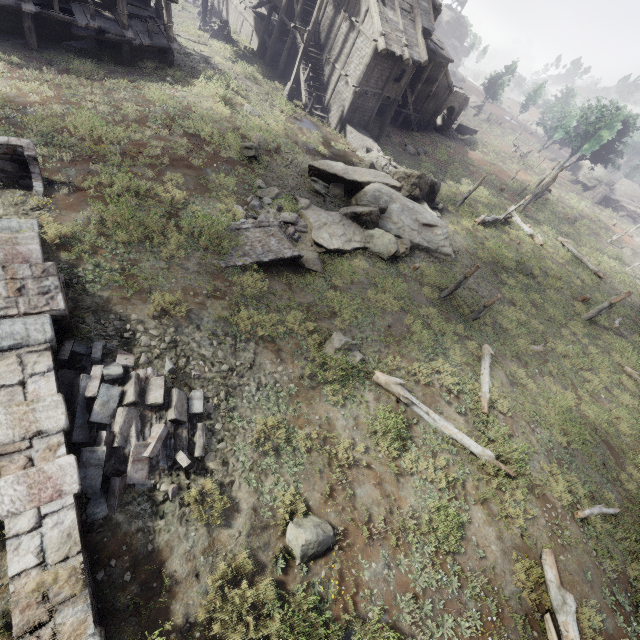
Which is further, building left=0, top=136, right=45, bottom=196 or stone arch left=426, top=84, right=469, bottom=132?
stone arch left=426, top=84, right=469, bottom=132

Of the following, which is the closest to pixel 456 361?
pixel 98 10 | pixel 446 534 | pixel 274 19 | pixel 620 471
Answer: pixel 446 534

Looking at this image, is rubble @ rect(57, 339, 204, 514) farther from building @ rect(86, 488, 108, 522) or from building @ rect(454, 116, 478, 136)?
building @ rect(454, 116, 478, 136)

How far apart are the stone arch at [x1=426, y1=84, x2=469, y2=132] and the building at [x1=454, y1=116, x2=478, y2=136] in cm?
430

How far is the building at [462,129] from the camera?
47.8m

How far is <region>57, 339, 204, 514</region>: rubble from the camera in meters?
5.6

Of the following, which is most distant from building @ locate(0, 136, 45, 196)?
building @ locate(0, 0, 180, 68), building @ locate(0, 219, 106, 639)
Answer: building @ locate(0, 0, 180, 68)

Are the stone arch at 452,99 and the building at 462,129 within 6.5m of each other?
yes
